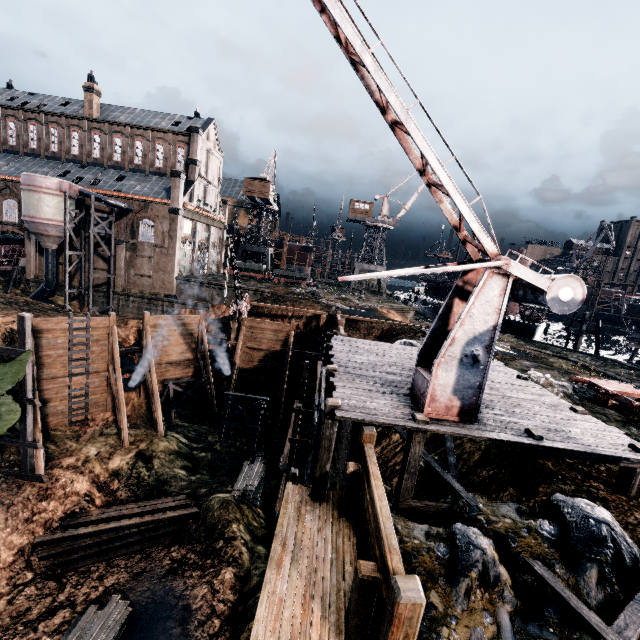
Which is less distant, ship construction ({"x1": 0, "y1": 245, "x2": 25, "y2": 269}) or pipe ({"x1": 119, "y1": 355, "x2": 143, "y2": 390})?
pipe ({"x1": 119, "y1": 355, "x2": 143, "y2": 390})

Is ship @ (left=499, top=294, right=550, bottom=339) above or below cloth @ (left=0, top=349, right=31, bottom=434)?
above

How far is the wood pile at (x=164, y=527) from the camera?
17.78m

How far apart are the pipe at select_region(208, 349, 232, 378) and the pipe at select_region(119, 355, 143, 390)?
5.8 meters

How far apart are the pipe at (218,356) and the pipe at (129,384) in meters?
5.8

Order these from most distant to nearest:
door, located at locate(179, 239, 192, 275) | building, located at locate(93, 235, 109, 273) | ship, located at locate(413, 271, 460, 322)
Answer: ship, located at locate(413, 271, 460, 322) → door, located at locate(179, 239, 192, 275) → building, located at locate(93, 235, 109, 273)

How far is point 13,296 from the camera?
27.9 meters

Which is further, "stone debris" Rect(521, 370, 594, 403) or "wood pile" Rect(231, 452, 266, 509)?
"wood pile" Rect(231, 452, 266, 509)
